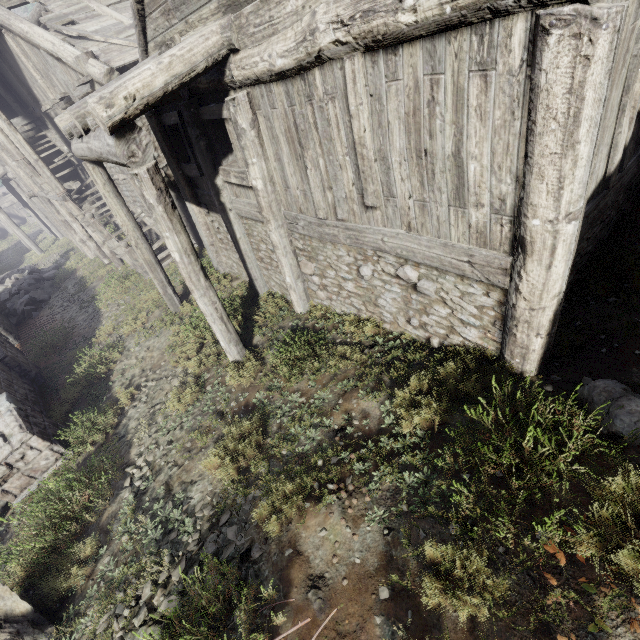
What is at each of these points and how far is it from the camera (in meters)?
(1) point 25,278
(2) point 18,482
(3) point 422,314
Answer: (1) rubble, 20.17
(2) building, 7.00
(3) building, 5.15

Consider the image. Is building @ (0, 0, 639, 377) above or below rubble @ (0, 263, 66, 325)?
above

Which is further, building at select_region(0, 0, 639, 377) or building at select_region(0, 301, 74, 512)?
building at select_region(0, 301, 74, 512)

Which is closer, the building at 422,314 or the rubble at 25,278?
the building at 422,314

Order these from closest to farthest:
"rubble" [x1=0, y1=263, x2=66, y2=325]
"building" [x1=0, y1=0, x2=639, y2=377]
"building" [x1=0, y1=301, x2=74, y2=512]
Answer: "building" [x1=0, y1=0, x2=639, y2=377] → "building" [x1=0, y1=301, x2=74, y2=512] → "rubble" [x1=0, y1=263, x2=66, y2=325]

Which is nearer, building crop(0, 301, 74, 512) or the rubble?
building crop(0, 301, 74, 512)

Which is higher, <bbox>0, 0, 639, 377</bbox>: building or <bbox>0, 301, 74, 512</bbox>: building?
<bbox>0, 0, 639, 377</bbox>: building

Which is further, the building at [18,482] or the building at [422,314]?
the building at [18,482]
